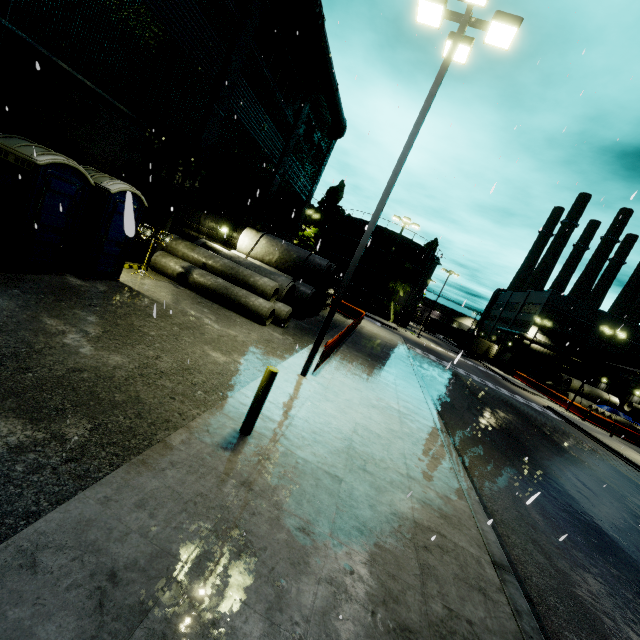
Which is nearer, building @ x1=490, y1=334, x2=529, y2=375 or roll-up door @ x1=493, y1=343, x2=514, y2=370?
building @ x1=490, y1=334, x2=529, y2=375

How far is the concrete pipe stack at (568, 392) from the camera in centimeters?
3975cm

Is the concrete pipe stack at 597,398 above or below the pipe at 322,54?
below

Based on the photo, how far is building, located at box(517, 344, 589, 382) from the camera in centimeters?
5052cm

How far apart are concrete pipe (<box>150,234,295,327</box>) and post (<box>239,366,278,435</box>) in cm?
779

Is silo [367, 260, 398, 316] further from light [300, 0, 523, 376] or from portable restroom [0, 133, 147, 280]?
portable restroom [0, 133, 147, 280]

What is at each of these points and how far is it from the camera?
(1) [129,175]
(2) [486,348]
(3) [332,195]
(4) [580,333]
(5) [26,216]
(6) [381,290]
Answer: (1) building, 11.6m
(2) cargo container, 54.4m
(3) tree, 49.1m
(4) building, 50.2m
(5) portable restroom, 7.4m
(6) silo, 47.2m

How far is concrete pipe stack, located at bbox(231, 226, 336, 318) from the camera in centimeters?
1805cm
